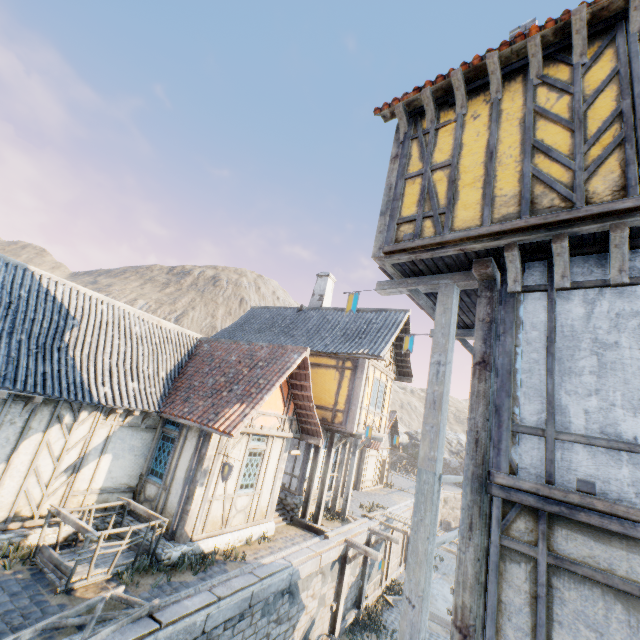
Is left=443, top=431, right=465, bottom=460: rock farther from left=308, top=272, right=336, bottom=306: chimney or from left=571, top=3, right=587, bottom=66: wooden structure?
left=308, top=272, right=336, bottom=306: chimney

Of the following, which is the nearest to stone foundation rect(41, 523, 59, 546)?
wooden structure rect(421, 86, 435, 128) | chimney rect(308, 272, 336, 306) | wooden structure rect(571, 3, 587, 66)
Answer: chimney rect(308, 272, 336, 306)

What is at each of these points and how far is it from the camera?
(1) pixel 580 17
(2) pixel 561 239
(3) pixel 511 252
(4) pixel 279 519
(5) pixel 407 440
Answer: (1) wooden structure, 4.1m
(2) wooden structure, 3.8m
(3) wooden structure, 4.1m
(4) stairs, 12.6m
(5) rock, 48.1m

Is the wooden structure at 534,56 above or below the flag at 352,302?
above

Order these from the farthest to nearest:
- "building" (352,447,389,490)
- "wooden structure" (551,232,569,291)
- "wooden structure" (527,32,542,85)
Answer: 1. "building" (352,447,389,490)
2. "wooden structure" (527,32,542,85)
3. "wooden structure" (551,232,569,291)

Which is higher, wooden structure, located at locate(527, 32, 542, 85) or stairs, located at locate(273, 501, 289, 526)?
wooden structure, located at locate(527, 32, 542, 85)

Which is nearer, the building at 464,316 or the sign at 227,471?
the building at 464,316

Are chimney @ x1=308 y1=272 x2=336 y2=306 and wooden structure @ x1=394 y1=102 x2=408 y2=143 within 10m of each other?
no
